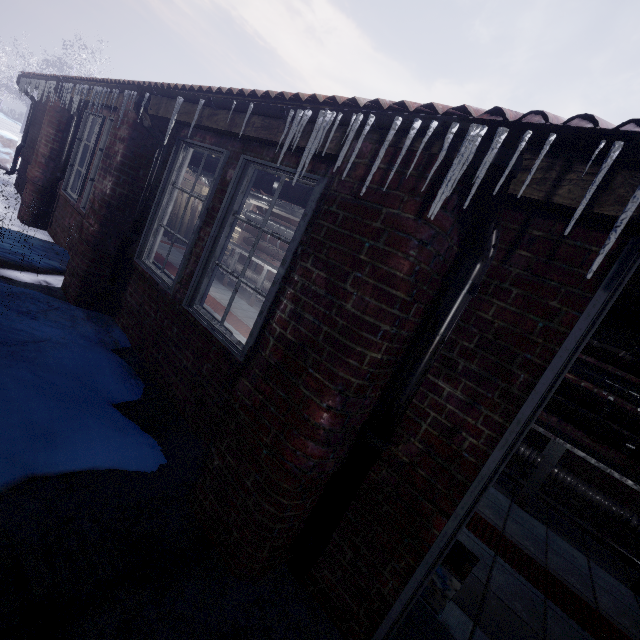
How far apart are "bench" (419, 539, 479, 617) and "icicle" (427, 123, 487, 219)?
1.4m

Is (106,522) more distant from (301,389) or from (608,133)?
(608,133)

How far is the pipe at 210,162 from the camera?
3.8 meters

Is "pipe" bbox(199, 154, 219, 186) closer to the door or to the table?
the door

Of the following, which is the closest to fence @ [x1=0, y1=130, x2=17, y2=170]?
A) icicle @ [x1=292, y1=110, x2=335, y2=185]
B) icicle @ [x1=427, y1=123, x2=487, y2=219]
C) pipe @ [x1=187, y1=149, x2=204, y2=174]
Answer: pipe @ [x1=187, y1=149, x2=204, y2=174]

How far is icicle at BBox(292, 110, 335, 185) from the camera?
1.48m

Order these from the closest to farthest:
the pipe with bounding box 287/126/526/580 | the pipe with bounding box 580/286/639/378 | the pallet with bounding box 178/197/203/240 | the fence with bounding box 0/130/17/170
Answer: the pipe with bounding box 287/126/526/580, the pipe with bounding box 580/286/639/378, the fence with bounding box 0/130/17/170, the pallet with bounding box 178/197/203/240

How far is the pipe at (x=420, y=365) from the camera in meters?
1.1
